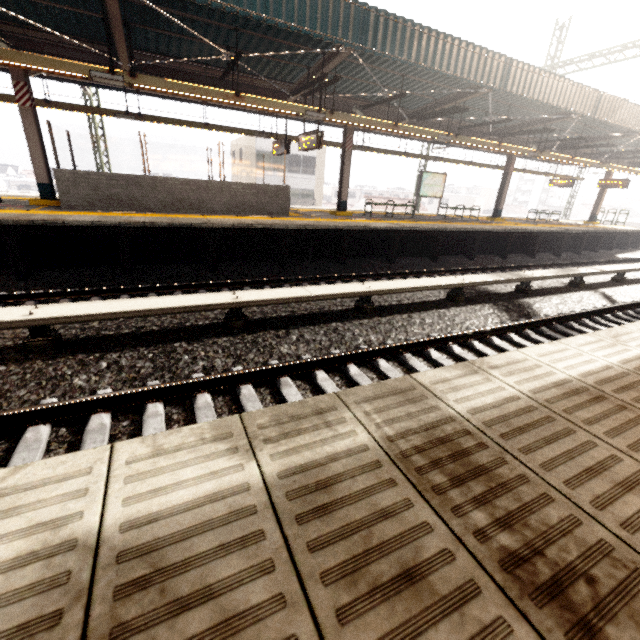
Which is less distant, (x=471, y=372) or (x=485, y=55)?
(x=471, y=372)

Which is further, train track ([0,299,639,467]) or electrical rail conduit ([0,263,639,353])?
electrical rail conduit ([0,263,639,353])

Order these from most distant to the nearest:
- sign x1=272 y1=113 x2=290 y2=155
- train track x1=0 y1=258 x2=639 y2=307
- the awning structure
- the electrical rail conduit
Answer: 1. sign x1=272 y1=113 x2=290 y2=155
2. the awning structure
3. train track x1=0 y1=258 x2=639 y2=307
4. the electrical rail conduit

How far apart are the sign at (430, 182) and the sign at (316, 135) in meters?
6.0 m

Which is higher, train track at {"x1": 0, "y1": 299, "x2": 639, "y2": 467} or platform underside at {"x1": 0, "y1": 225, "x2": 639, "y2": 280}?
platform underside at {"x1": 0, "y1": 225, "x2": 639, "y2": 280}

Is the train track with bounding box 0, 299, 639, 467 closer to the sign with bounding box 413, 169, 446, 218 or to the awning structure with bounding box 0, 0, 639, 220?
the awning structure with bounding box 0, 0, 639, 220

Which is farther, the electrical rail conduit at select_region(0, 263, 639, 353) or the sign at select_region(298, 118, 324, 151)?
the sign at select_region(298, 118, 324, 151)

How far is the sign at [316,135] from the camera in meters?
9.9
